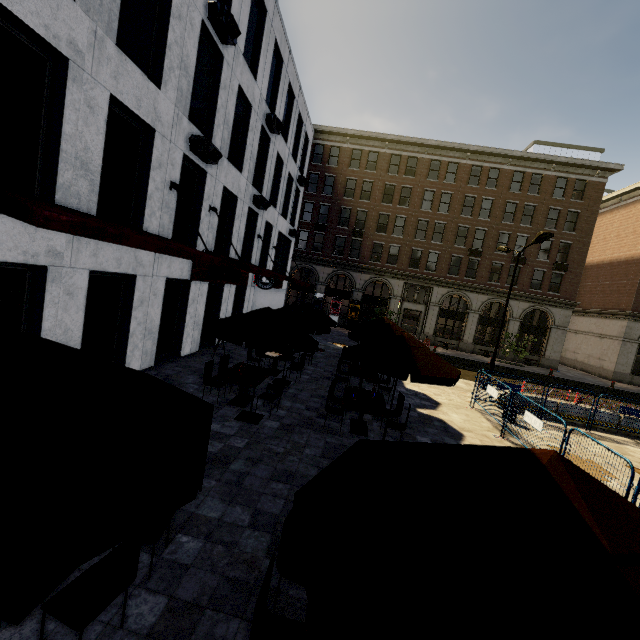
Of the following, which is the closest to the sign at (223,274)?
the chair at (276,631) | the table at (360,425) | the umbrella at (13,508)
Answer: the table at (360,425)

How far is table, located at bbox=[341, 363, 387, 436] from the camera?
8.21m

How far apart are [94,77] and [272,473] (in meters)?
8.96

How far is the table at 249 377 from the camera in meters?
8.5 m

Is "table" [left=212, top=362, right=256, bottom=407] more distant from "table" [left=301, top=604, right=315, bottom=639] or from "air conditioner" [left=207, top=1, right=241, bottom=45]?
"air conditioner" [left=207, top=1, right=241, bottom=45]

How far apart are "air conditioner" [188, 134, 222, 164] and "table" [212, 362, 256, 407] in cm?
725

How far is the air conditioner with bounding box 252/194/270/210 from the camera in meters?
16.2 m

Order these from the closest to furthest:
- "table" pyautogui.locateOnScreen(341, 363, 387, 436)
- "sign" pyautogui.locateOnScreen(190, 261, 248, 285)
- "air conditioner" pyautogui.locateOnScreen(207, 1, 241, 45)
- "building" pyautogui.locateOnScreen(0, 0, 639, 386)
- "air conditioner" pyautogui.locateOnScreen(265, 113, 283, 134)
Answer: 1. "building" pyautogui.locateOnScreen(0, 0, 639, 386)
2. "table" pyautogui.locateOnScreen(341, 363, 387, 436)
3. "air conditioner" pyautogui.locateOnScreen(207, 1, 241, 45)
4. "sign" pyautogui.locateOnScreen(190, 261, 248, 285)
5. "air conditioner" pyautogui.locateOnScreen(265, 113, 283, 134)
